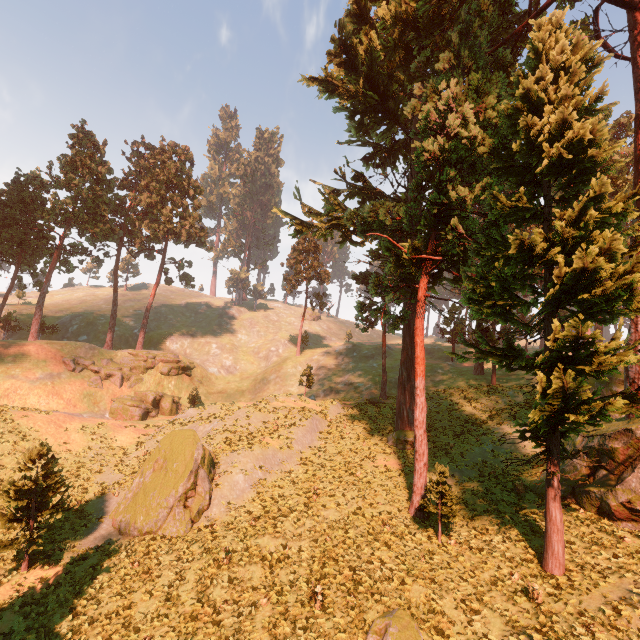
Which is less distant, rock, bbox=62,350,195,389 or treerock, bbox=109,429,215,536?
treerock, bbox=109,429,215,536

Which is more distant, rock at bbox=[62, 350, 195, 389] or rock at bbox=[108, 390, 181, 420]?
rock at bbox=[62, 350, 195, 389]

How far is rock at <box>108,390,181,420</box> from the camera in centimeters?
3594cm

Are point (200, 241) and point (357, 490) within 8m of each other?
no

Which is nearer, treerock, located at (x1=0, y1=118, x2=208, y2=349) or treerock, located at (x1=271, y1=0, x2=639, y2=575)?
treerock, located at (x1=271, y1=0, x2=639, y2=575)

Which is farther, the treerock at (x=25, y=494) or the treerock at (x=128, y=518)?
the treerock at (x=128, y=518)

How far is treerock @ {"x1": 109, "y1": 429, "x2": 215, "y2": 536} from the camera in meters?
17.3

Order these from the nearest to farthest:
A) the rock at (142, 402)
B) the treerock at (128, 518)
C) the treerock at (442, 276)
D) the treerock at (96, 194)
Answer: the treerock at (442, 276) → the treerock at (128, 518) → the rock at (142, 402) → the treerock at (96, 194)
